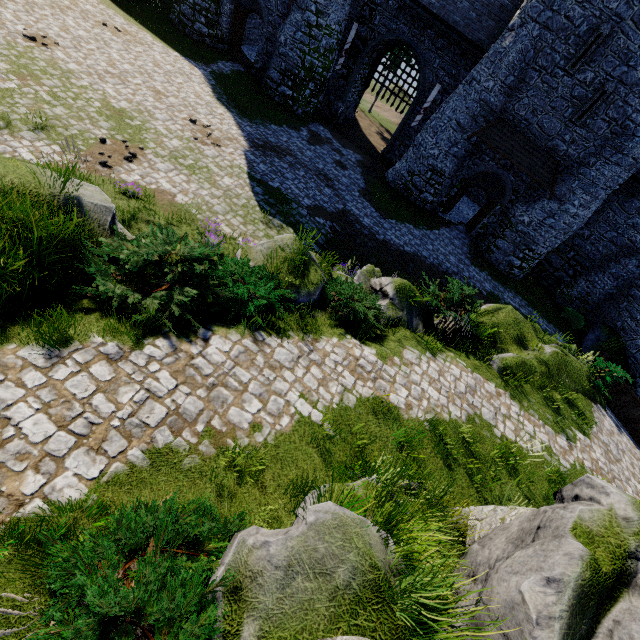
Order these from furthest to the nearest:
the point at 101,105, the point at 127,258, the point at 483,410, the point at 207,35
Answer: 1. the point at 207,35
2. the point at 101,105
3. the point at 483,410
4. the point at 127,258

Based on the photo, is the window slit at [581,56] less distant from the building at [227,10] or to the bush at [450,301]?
the building at [227,10]

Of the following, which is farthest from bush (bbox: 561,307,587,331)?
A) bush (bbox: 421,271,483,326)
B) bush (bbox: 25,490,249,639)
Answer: bush (bbox: 25,490,249,639)

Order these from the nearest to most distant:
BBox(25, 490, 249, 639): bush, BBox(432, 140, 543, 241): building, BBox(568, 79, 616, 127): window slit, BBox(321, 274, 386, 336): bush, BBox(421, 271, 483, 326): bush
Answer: BBox(25, 490, 249, 639): bush
BBox(321, 274, 386, 336): bush
BBox(421, 271, 483, 326): bush
BBox(568, 79, 616, 127): window slit
BBox(432, 140, 543, 241): building

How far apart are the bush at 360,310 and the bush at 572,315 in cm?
1943

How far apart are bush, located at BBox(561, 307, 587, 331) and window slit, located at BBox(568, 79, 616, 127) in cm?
1107

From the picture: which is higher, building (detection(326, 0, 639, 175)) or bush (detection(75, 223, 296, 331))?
building (detection(326, 0, 639, 175))

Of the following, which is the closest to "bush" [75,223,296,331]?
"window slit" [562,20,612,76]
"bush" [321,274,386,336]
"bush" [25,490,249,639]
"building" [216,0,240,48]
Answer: "bush" [321,274,386,336]
